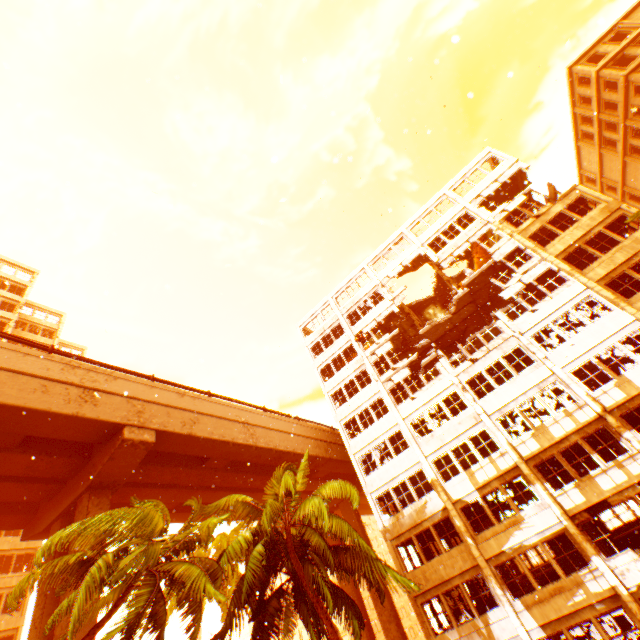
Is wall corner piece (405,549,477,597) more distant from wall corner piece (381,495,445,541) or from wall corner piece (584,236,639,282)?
wall corner piece (584,236,639,282)

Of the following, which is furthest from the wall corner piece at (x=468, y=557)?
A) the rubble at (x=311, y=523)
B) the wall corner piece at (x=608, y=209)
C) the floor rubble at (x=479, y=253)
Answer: the wall corner piece at (x=608, y=209)

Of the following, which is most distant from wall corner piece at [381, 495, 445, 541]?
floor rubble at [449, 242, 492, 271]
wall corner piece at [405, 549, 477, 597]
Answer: wall corner piece at [405, 549, 477, 597]

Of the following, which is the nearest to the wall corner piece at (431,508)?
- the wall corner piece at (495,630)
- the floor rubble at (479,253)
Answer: the floor rubble at (479,253)

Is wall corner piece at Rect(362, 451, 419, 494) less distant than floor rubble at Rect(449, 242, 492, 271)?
Yes

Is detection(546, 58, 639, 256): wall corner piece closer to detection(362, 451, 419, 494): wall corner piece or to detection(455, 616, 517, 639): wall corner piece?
detection(362, 451, 419, 494): wall corner piece

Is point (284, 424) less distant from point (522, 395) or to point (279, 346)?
point (279, 346)

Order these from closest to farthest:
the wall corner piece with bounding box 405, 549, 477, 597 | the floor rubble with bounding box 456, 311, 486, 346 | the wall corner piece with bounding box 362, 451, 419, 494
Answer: the wall corner piece with bounding box 405, 549, 477, 597 < the wall corner piece with bounding box 362, 451, 419, 494 < the floor rubble with bounding box 456, 311, 486, 346
